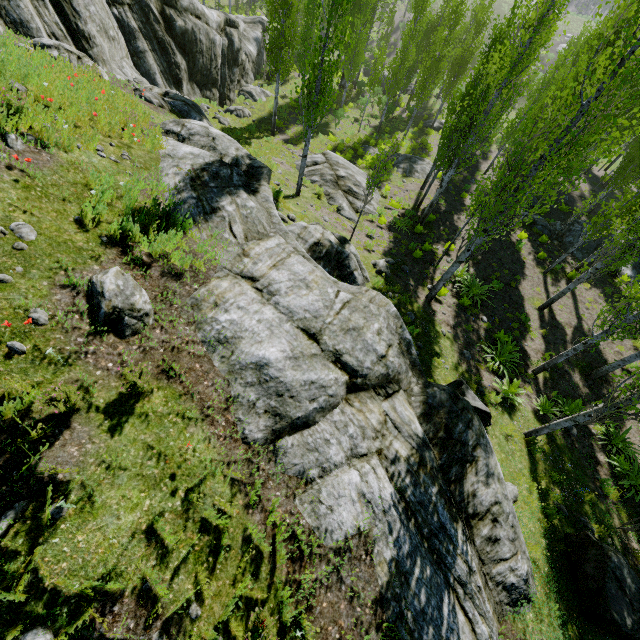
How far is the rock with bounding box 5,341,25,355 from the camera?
3.8 meters

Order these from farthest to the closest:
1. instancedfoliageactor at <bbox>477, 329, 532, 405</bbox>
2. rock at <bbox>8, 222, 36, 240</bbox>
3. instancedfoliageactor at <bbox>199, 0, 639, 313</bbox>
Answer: instancedfoliageactor at <bbox>477, 329, 532, 405</bbox> < instancedfoliageactor at <bbox>199, 0, 639, 313</bbox> < rock at <bbox>8, 222, 36, 240</bbox>

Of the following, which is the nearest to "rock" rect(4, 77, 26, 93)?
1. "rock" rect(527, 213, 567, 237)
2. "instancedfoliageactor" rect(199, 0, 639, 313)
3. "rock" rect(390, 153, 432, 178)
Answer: "instancedfoliageactor" rect(199, 0, 639, 313)

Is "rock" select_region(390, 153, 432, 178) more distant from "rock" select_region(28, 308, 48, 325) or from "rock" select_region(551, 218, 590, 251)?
"rock" select_region(28, 308, 48, 325)

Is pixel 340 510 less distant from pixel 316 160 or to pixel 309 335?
pixel 309 335

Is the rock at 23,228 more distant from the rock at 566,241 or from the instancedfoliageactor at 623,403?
the rock at 566,241

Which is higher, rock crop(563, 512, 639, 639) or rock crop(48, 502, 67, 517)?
rock crop(48, 502, 67, 517)

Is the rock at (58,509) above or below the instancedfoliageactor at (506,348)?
above
